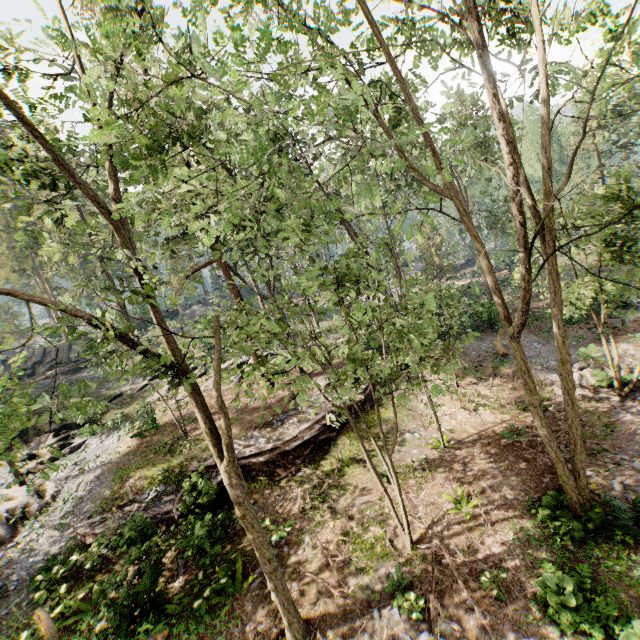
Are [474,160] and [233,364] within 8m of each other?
no

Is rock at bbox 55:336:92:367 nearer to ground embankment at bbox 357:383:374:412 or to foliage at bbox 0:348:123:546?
foliage at bbox 0:348:123:546

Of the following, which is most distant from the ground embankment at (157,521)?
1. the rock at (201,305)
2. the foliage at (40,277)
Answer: the rock at (201,305)

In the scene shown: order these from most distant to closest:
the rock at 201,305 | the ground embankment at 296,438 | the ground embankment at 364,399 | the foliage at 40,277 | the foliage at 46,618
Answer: the rock at 201,305, the ground embankment at 364,399, the ground embankment at 296,438, the foliage at 46,618, the foliage at 40,277

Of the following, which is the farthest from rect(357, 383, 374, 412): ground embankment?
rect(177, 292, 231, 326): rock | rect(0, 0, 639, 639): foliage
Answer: rect(177, 292, 231, 326): rock

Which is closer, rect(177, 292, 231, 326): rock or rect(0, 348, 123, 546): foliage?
rect(0, 348, 123, 546): foliage

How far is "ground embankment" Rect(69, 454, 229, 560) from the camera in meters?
11.0
